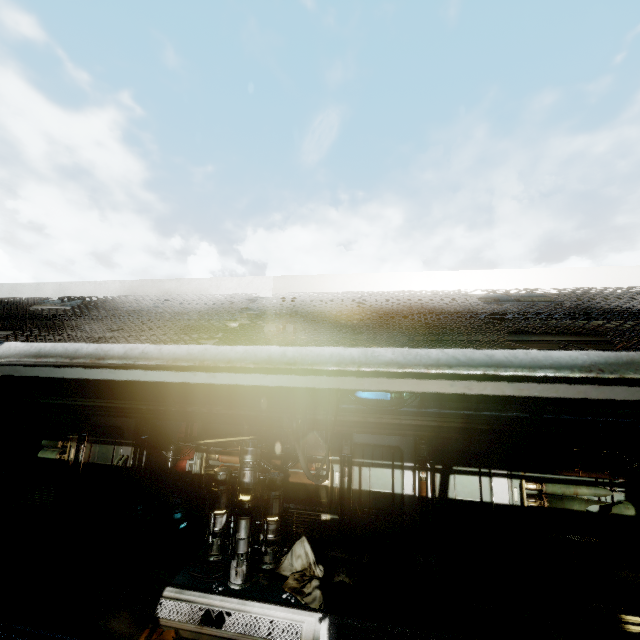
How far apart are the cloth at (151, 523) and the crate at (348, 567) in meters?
4.4

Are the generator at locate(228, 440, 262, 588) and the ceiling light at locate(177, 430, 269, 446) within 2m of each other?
yes

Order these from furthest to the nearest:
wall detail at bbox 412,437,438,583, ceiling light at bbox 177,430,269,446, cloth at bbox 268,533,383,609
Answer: ceiling light at bbox 177,430,269,446 → wall detail at bbox 412,437,438,583 → cloth at bbox 268,533,383,609

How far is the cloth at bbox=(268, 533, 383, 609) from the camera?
5.54m

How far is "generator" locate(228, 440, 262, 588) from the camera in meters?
5.9 m

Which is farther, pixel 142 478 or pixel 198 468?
pixel 142 478

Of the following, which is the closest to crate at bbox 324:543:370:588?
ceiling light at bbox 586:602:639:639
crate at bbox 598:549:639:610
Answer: ceiling light at bbox 586:602:639:639

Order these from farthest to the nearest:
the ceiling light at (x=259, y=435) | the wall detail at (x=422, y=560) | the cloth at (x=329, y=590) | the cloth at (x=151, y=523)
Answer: the cloth at (x=151, y=523) < the ceiling light at (x=259, y=435) < the wall detail at (x=422, y=560) < the cloth at (x=329, y=590)
